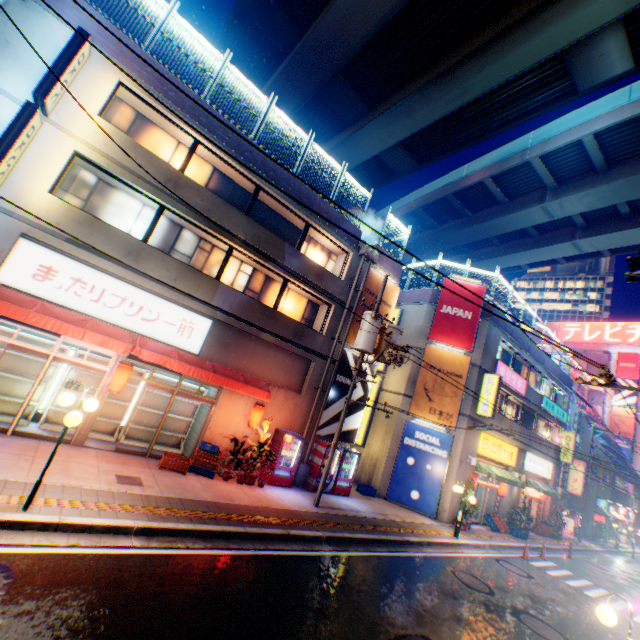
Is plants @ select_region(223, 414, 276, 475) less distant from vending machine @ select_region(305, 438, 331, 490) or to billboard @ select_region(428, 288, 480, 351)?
vending machine @ select_region(305, 438, 331, 490)

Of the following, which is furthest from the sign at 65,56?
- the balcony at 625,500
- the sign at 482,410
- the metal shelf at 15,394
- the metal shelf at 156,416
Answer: the balcony at 625,500

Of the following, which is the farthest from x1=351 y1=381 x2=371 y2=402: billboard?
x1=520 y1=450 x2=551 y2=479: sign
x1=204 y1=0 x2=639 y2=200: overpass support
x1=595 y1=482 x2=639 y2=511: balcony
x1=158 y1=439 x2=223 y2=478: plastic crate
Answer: x1=595 y1=482 x2=639 y2=511: balcony

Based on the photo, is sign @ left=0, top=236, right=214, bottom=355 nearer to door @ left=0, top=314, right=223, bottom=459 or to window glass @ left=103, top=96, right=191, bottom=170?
door @ left=0, top=314, right=223, bottom=459

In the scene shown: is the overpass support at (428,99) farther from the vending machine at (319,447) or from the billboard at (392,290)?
the vending machine at (319,447)

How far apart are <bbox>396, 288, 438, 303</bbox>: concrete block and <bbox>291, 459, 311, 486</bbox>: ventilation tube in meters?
12.1

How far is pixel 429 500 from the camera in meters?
17.1 m

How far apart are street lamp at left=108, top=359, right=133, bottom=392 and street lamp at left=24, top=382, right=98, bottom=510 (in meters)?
3.01
